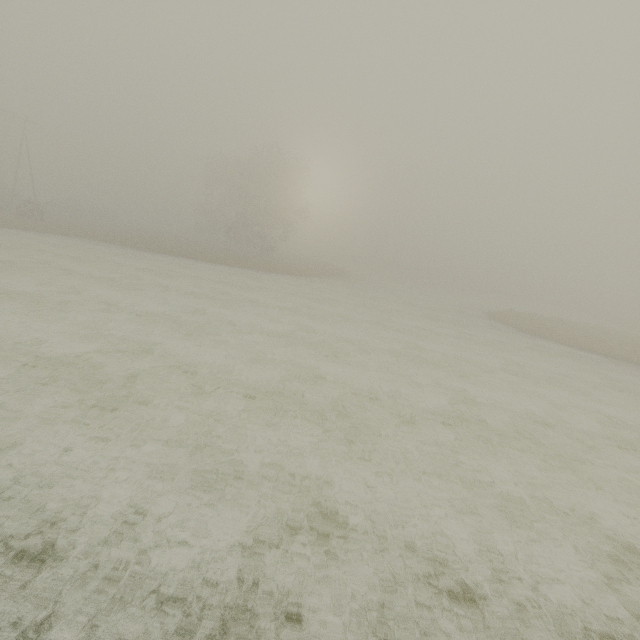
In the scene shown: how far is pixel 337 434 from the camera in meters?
7.9 m
